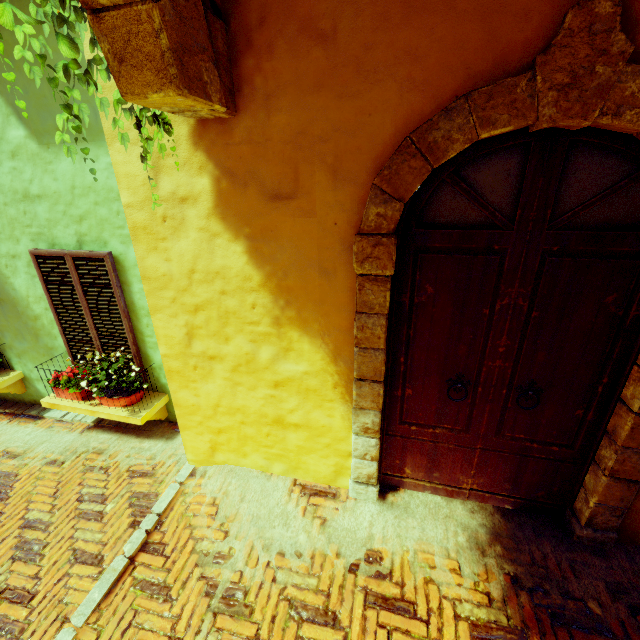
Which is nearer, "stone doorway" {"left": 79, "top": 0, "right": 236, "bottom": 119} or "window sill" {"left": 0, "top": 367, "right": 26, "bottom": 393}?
"stone doorway" {"left": 79, "top": 0, "right": 236, "bottom": 119}

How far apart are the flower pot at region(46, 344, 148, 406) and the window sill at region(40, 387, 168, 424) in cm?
1

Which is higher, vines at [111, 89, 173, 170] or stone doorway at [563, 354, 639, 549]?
vines at [111, 89, 173, 170]

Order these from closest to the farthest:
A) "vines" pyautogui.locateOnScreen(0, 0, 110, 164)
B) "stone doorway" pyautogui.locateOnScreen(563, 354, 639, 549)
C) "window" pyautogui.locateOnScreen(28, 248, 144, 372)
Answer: "vines" pyautogui.locateOnScreen(0, 0, 110, 164) < "stone doorway" pyautogui.locateOnScreen(563, 354, 639, 549) < "window" pyautogui.locateOnScreen(28, 248, 144, 372)

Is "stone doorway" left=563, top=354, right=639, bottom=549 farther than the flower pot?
No

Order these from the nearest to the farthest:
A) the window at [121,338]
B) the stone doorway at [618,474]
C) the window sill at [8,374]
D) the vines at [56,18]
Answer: the vines at [56,18], the stone doorway at [618,474], the window at [121,338], the window sill at [8,374]

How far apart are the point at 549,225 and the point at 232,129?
2.0m

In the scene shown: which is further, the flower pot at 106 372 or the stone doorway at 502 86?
the flower pot at 106 372
